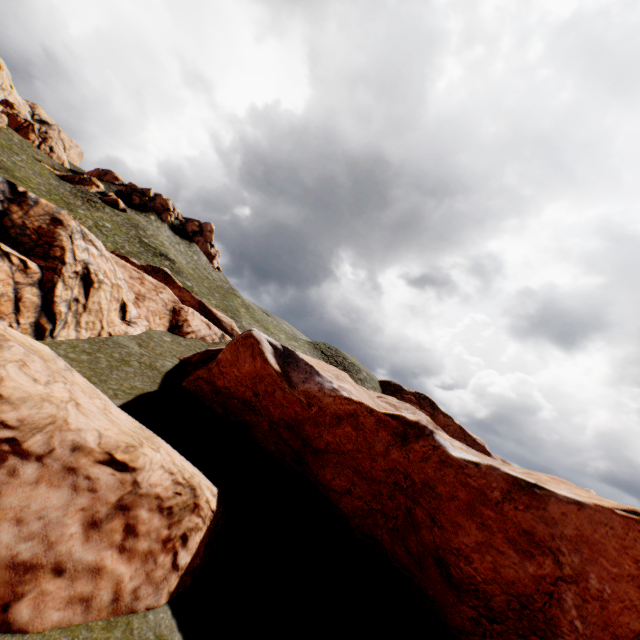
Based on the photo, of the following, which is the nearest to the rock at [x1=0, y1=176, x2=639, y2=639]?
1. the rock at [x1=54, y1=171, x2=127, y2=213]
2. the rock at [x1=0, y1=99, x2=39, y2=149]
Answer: the rock at [x1=54, y1=171, x2=127, y2=213]

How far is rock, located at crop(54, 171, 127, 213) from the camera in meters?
54.0 m

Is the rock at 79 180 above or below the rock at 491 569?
above

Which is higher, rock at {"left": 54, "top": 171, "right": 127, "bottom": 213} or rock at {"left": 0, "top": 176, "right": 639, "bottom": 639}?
rock at {"left": 54, "top": 171, "right": 127, "bottom": 213}

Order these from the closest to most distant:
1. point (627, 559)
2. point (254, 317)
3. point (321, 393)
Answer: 1. point (627, 559)
2. point (321, 393)
3. point (254, 317)

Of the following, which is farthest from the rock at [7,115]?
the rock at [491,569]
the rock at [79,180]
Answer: the rock at [491,569]

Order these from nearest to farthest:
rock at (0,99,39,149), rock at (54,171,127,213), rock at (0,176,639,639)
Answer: rock at (0,176,639,639) → rock at (54,171,127,213) → rock at (0,99,39,149)
